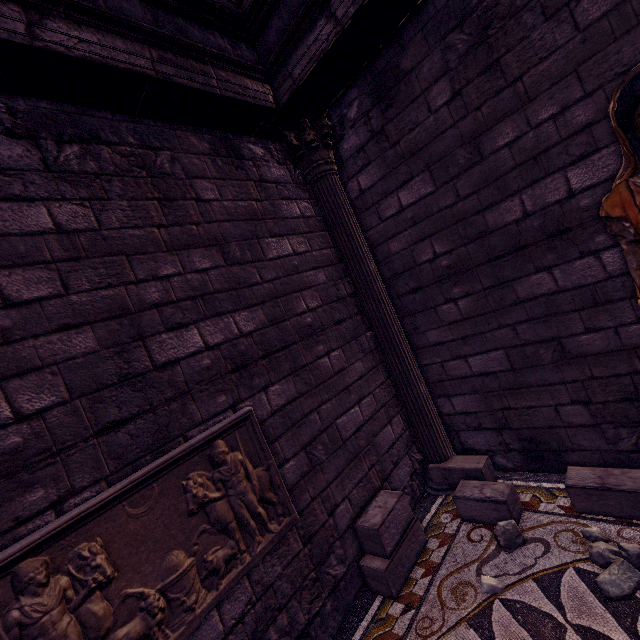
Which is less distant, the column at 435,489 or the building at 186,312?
the building at 186,312

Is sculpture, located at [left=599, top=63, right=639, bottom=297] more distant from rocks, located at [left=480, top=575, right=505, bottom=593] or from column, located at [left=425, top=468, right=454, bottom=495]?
column, located at [left=425, top=468, right=454, bottom=495]

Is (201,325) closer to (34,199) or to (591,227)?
(34,199)

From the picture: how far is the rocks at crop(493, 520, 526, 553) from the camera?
2.8m

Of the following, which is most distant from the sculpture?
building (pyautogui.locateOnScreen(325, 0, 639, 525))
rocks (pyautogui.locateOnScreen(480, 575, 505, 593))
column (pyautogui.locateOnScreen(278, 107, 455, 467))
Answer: column (pyautogui.locateOnScreen(278, 107, 455, 467))

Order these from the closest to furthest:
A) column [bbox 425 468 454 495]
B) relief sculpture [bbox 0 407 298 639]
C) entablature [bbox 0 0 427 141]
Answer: relief sculpture [bbox 0 407 298 639] < entablature [bbox 0 0 427 141] < column [bbox 425 468 454 495]

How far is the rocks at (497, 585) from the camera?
2.5m

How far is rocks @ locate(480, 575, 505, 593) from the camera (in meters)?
2.49
